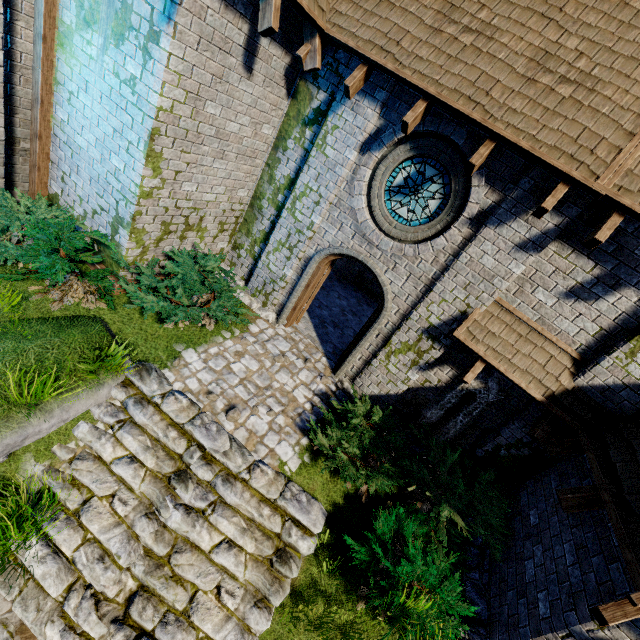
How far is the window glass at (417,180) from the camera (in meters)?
6.20

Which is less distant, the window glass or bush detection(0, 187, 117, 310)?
bush detection(0, 187, 117, 310)

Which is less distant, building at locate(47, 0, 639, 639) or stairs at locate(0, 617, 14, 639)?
stairs at locate(0, 617, 14, 639)

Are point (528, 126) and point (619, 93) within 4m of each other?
yes

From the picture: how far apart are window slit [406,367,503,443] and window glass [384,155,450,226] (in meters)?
2.97

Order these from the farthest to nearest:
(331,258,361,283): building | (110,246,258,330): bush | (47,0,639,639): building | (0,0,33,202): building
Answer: (331,258,361,283): building → (110,246,258,330): bush → (0,0,33,202): building → (47,0,639,639): building

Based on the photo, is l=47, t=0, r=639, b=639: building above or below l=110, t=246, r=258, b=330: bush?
above

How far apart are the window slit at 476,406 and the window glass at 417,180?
3.0 meters
